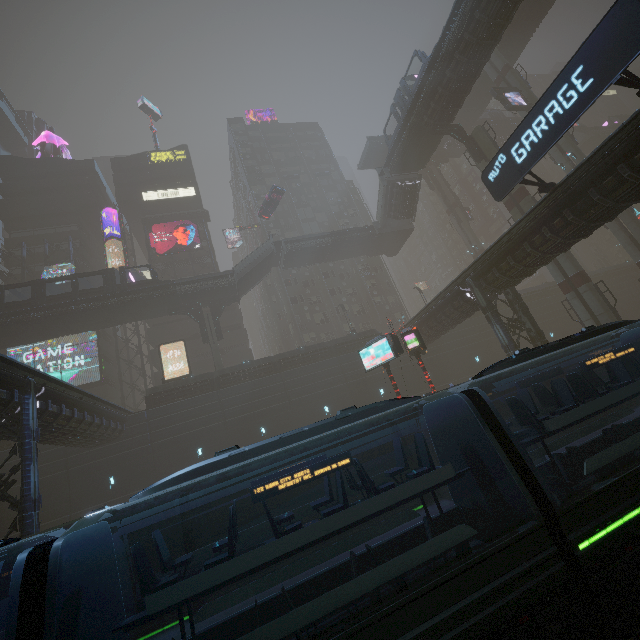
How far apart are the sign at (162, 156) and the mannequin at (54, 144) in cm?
1320

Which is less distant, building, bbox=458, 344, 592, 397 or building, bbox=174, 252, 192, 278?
building, bbox=458, 344, 592, 397

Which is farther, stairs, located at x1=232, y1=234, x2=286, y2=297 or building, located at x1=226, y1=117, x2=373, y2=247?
building, located at x1=226, y1=117, x2=373, y2=247

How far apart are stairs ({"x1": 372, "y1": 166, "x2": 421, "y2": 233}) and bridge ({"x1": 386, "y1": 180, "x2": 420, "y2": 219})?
0.0 meters

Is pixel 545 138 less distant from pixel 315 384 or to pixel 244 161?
pixel 315 384

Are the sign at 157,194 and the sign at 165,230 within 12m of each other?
yes

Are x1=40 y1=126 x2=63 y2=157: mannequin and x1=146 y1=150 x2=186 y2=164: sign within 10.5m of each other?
no

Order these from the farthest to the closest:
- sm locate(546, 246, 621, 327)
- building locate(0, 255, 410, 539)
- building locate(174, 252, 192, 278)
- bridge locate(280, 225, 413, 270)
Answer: building locate(174, 252, 192, 278) < bridge locate(280, 225, 413, 270) < sm locate(546, 246, 621, 327) < building locate(0, 255, 410, 539)
